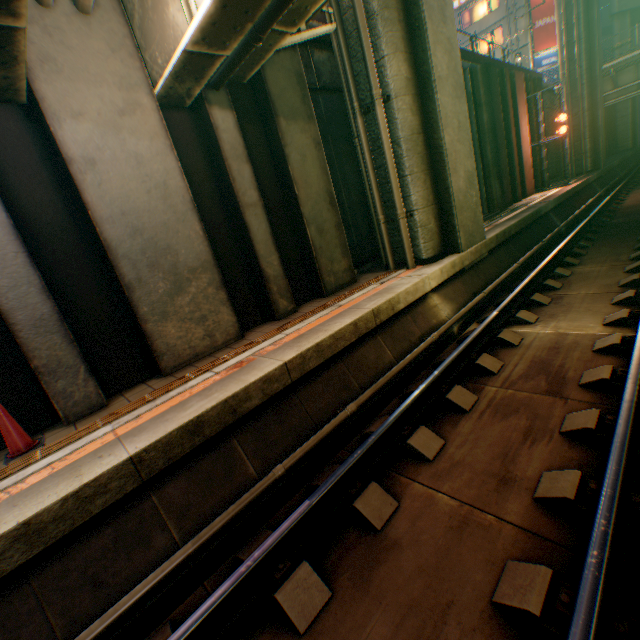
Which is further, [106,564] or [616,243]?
[616,243]

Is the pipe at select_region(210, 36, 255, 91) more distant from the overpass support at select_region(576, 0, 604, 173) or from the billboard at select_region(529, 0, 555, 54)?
the billboard at select_region(529, 0, 555, 54)

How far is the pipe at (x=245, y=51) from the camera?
4.7m

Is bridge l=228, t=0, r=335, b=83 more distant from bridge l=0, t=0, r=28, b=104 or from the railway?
the railway

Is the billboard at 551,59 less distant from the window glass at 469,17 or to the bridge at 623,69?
the window glass at 469,17

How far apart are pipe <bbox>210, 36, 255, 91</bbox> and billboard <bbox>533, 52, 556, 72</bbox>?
37.41m

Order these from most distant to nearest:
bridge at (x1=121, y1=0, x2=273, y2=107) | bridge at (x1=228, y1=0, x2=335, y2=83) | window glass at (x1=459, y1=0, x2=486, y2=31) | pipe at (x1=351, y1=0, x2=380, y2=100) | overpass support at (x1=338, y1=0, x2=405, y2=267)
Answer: window glass at (x1=459, y1=0, x2=486, y2=31) < overpass support at (x1=338, y1=0, x2=405, y2=267) < pipe at (x1=351, y1=0, x2=380, y2=100) < bridge at (x1=228, y1=0, x2=335, y2=83) < bridge at (x1=121, y1=0, x2=273, y2=107)

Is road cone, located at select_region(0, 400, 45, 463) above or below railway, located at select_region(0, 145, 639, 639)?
above
